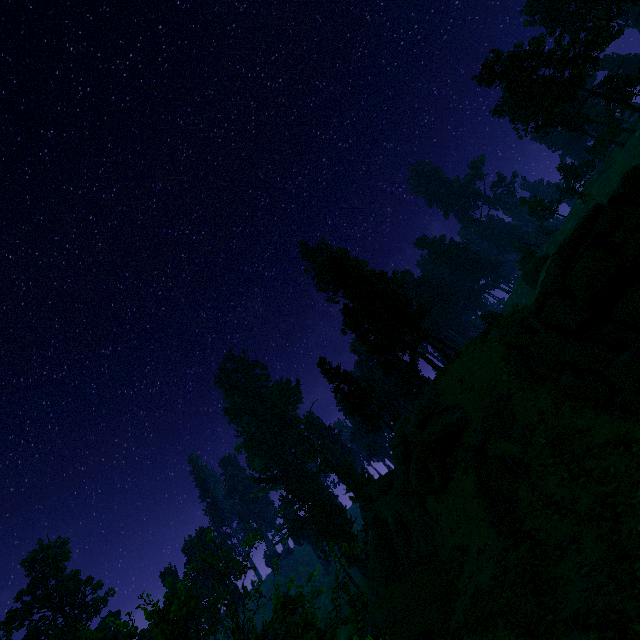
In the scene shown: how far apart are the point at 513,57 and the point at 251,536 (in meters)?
51.05

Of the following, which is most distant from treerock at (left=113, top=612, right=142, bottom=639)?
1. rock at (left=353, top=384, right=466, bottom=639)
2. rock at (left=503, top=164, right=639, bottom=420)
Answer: rock at (left=503, top=164, right=639, bottom=420)

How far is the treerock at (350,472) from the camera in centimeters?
5528cm

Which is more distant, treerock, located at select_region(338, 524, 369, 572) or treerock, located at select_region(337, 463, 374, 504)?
treerock, located at select_region(337, 463, 374, 504)

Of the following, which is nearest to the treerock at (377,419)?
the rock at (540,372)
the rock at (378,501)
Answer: the rock at (378,501)

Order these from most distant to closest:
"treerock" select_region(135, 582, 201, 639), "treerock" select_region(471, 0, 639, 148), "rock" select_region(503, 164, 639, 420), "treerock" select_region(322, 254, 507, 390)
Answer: "treerock" select_region(471, 0, 639, 148)
"treerock" select_region(322, 254, 507, 390)
"rock" select_region(503, 164, 639, 420)
"treerock" select_region(135, 582, 201, 639)

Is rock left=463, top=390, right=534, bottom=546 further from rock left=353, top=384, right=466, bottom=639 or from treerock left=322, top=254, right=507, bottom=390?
treerock left=322, top=254, right=507, bottom=390
